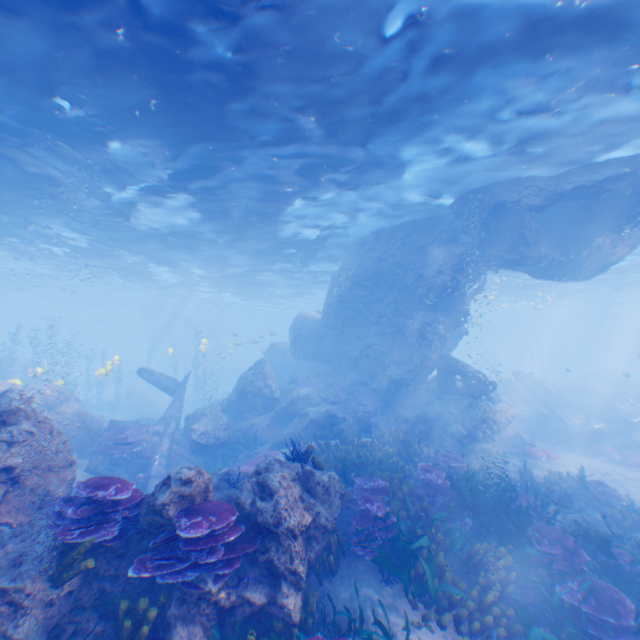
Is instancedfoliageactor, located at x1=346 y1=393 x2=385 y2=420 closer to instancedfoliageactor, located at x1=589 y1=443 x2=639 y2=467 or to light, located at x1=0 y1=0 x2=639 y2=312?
light, located at x1=0 y1=0 x2=639 y2=312

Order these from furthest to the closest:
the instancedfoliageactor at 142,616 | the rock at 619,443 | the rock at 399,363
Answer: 1. the rock at 619,443
2. the rock at 399,363
3. the instancedfoliageactor at 142,616

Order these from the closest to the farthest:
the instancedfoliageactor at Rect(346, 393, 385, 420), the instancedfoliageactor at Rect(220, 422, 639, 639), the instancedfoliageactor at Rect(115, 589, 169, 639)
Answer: the instancedfoliageactor at Rect(115, 589, 169, 639)
the instancedfoliageactor at Rect(220, 422, 639, 639)
the instancedfoliageactor at Rect(346, 393, 385, 420)

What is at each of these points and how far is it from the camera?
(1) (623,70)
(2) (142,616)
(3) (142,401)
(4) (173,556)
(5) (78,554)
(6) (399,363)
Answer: (1) light, 8.06m
(2) instancedfoliageactor, 4.79m
(3) rock, 29.89m
(4) instancedfoliageactor, 5.02m
(5) instancedfoliageactor, 4.69m
(6) rock, 17.91m

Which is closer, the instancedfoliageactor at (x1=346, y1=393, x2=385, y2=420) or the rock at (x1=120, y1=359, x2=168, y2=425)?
the instancedfoliageactor at (x1=346, y1=393, x2=385, y2=420)

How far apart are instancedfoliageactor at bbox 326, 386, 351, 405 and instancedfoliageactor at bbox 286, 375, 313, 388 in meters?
1.3

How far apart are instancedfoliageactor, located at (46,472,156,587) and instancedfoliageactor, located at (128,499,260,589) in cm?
46

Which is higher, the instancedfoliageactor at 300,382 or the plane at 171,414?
the instancedfoliageactor at 300,382
